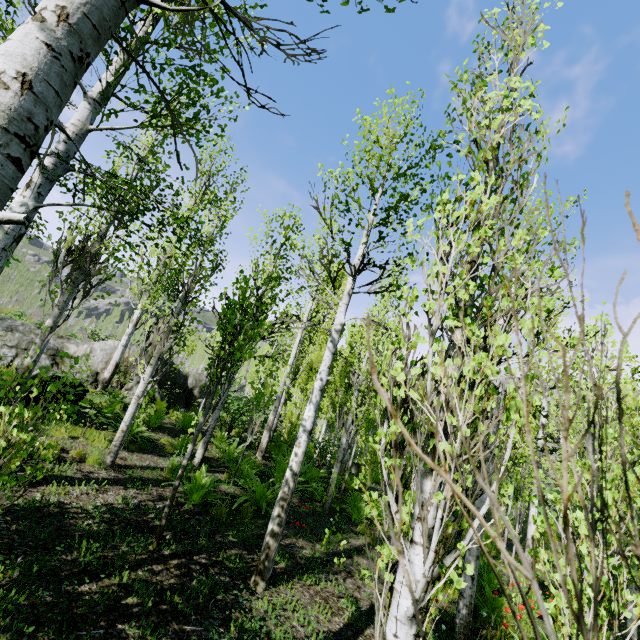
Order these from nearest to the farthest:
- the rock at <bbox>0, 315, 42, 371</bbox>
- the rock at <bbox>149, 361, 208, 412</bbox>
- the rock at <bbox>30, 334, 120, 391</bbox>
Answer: the rock at <bbox>0, 315, 42, 371</bbox> < the rock at <bbox>30, 334, 120, 391</bbox> < the rock at <bbox>149, 361, 208, 412</bbox>

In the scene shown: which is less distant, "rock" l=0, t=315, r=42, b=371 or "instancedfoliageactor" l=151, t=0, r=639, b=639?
"instancedfoliageactor" l=151, t=0, r=639, b=639

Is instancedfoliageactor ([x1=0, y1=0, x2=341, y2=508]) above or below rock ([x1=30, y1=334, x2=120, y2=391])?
above

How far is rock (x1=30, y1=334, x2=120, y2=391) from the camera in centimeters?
1066cm

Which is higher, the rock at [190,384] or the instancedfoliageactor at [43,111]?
the instancedfoliageactor at [43,111]

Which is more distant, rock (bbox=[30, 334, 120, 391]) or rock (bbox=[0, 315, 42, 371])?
rock (bbox=[30, 334, 120, 391])

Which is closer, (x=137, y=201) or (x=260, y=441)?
(x=137, y=201)

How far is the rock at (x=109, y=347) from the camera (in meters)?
10.66
